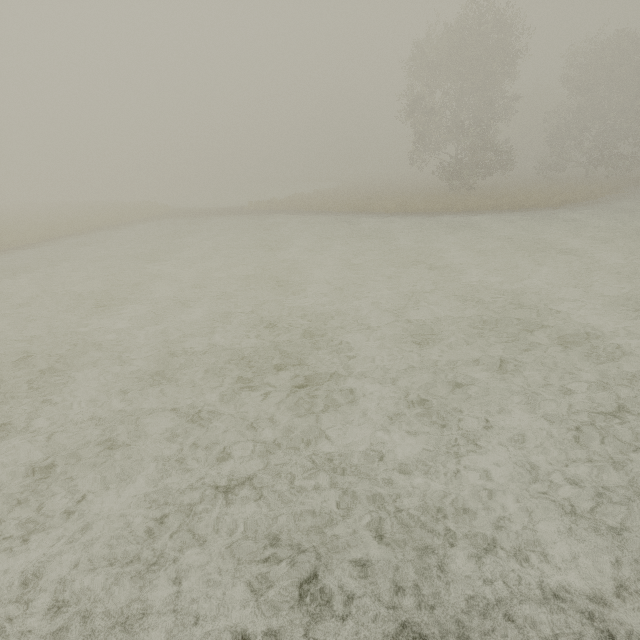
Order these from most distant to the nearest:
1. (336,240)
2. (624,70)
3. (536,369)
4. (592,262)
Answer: (624,70)
(336,240)
(592,262)
(536,369)
